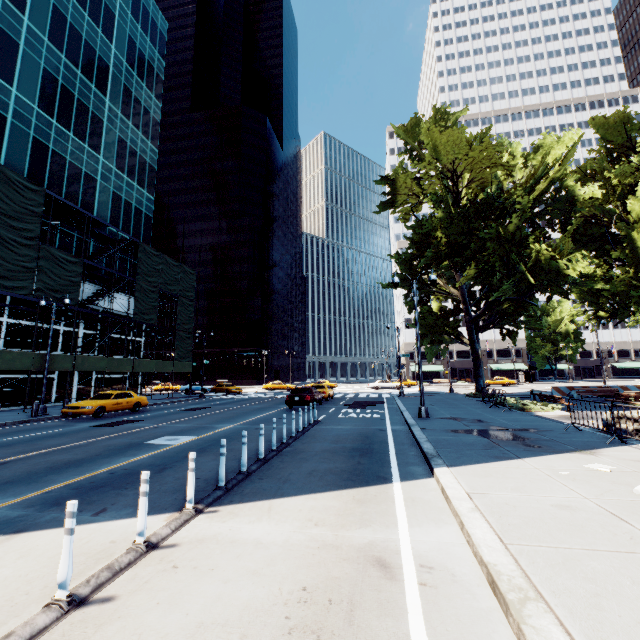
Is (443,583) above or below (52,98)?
below

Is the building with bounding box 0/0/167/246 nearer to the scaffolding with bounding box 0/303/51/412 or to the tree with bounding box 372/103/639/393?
the scaffolding with bounding box 0/303/51/412

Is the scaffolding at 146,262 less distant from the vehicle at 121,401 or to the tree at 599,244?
the vehicle at 121,401

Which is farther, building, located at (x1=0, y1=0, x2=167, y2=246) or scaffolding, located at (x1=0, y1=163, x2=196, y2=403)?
building, located at (x1=0, y1=0, x2=167, y2=246)

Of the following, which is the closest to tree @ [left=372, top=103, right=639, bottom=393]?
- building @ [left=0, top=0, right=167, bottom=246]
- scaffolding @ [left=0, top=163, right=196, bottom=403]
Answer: scaffolding @ [left=0, top=163, right=196, bottom=403]

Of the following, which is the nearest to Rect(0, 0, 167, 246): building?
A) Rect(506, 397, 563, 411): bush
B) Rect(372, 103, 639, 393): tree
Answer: Rect(372, 103, 639, 393): tree

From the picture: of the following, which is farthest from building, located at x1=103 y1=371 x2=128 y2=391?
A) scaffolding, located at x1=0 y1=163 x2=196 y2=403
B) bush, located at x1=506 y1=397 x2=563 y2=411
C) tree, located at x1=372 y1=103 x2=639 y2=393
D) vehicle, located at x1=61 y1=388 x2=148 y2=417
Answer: bush, located at x1=506 y1=397 x2=563 y2=411

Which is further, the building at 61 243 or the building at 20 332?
the building at 61 243
